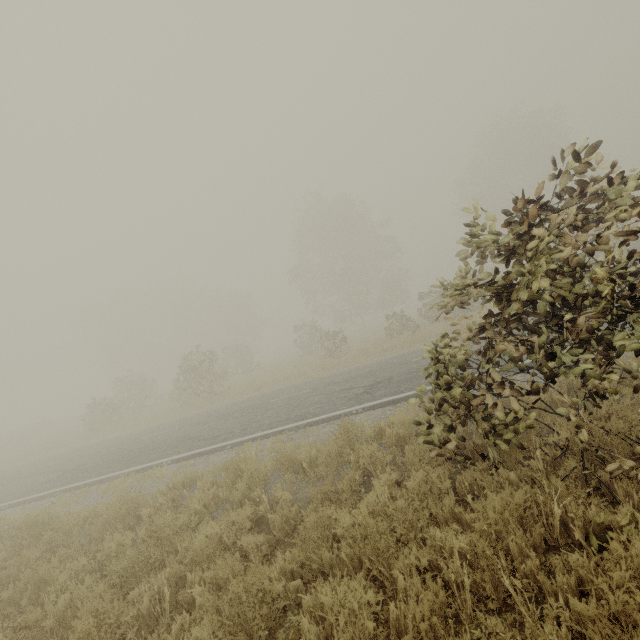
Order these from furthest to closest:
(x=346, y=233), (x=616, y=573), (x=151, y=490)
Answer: (x=346, y=233), (x=151, y=490), (x=616, y=573)
